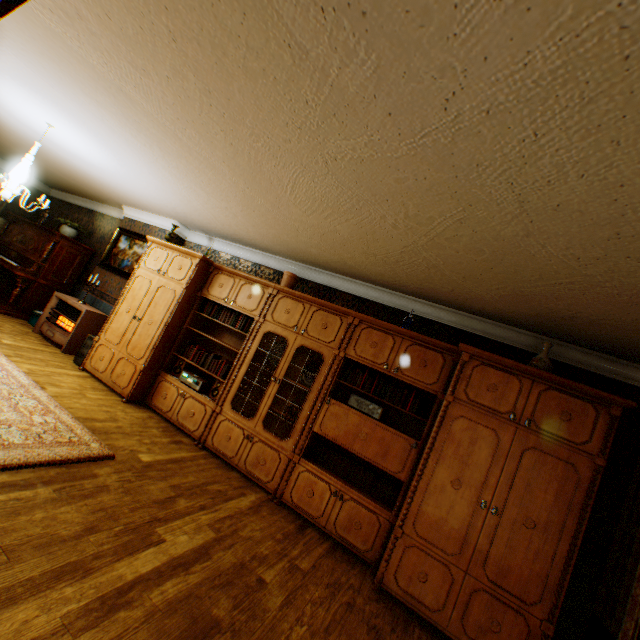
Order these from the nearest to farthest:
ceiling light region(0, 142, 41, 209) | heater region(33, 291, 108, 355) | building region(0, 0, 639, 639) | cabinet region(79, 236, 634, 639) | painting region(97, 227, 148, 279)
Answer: building region(0, 0, 639, 639) → cabinet region(79, 236, 634, 639) → ceiling light region(0, 142, 41, 209) → heater region(33, 291, 108, 355) → painting region(97, 227, 148, 279)

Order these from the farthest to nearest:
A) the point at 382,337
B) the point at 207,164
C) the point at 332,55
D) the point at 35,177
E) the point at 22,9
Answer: the point at 35,177 → the point at 382,337 → the point at 207,164 → the point at 22,9 → the point at 332,55

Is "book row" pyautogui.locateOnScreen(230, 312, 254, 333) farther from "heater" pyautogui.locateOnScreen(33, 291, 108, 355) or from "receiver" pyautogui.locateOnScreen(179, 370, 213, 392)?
"heater" pyautogui.locateOnScreen(33, 291, 108, 355)

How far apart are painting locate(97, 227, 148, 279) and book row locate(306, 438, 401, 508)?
5.0m

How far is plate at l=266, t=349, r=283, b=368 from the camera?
4.84m

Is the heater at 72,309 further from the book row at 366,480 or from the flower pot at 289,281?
the book row at 366,480

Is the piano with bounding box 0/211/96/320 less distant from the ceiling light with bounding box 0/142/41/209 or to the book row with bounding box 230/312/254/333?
the ceiling light with bounding box 0/142/41/209

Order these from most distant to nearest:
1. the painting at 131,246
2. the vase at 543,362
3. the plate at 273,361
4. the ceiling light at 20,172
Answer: the painting at 131,246
the plate at 273,361
the ceiling light at 20,172
the vase at 543,362
